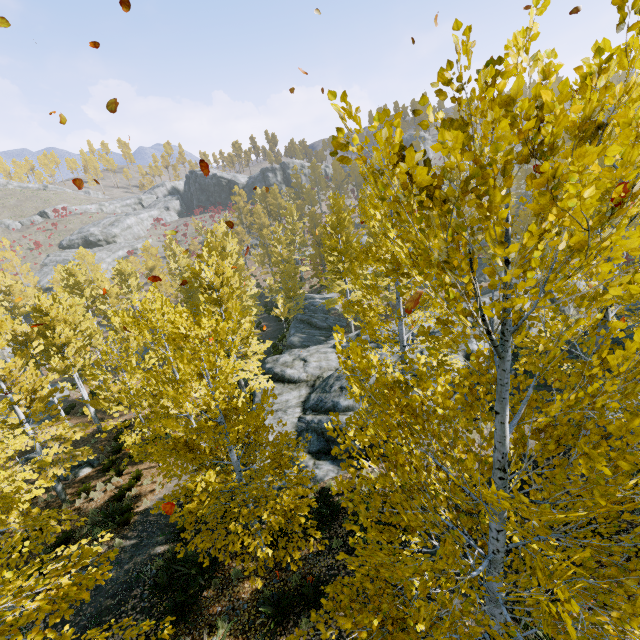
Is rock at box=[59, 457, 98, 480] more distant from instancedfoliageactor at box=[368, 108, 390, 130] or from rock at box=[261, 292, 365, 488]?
rock at box=[261, 292, 365, 488]

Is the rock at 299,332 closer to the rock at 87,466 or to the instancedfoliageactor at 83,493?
Result: the instancedfoliageactor at 83,493

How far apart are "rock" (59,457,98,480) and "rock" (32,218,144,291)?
50.1m

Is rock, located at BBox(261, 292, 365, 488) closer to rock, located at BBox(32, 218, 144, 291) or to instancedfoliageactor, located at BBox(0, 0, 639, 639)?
instancedfoliageactor, located at BBox(0, 0, 639, 639)

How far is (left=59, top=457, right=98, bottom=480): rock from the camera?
16.6 meters

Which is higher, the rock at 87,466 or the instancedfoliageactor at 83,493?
the instancedfoliageactor at 83,493

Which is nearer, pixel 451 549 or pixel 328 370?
pixel 451 549

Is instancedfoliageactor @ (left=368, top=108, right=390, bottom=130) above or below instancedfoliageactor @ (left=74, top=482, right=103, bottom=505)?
above
